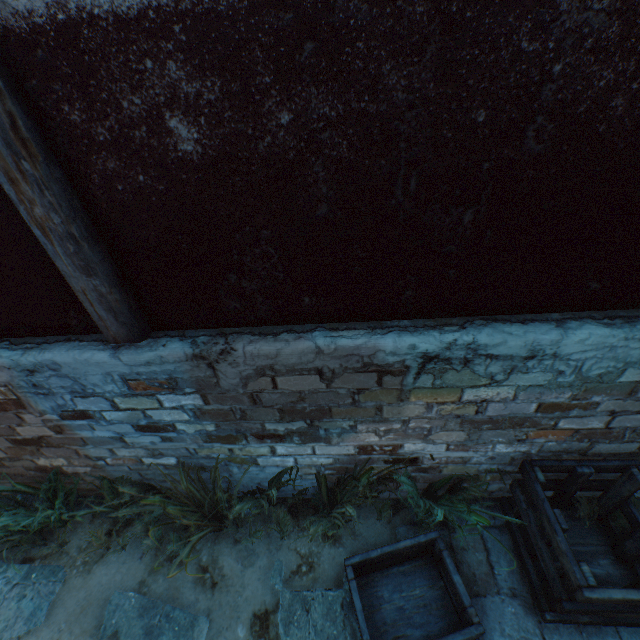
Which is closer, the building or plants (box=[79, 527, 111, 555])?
the building

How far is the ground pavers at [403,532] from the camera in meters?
2.7

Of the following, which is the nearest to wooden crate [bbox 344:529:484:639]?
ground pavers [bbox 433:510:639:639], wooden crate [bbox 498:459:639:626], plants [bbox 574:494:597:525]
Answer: ground pavers [bbox 433:510:639:639]

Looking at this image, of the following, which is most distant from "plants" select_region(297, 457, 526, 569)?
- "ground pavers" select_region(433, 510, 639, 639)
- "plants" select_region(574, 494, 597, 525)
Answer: "plants" select_region(574, 494, 597, 525)

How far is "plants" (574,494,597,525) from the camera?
2.6 meters

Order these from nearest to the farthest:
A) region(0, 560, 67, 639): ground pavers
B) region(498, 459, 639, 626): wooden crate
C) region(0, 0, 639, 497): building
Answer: region(0, 0, 639, 497): building < region(498, 459, 639, 626): wooden crate < region(0, 560, 67, 639): ground pavers

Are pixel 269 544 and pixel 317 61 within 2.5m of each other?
no

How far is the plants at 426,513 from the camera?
2.26m
